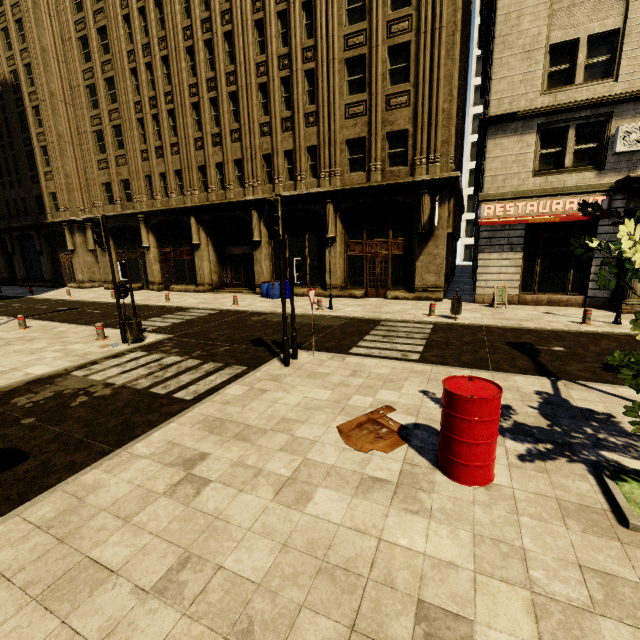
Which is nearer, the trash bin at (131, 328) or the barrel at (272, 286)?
the trash bin at (131, 328)

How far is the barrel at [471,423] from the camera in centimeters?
358cm

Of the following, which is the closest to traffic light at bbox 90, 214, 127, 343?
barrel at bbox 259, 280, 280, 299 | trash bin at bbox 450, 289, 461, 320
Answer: barrel at bbox 259, 280, 280, 299

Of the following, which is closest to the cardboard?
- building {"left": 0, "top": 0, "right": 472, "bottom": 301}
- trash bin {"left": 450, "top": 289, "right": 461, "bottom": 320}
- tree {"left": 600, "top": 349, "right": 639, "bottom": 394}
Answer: tree {"left": 600, "top": 349, "right": 639, "bottom": 394}

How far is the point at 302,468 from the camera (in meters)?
4.16

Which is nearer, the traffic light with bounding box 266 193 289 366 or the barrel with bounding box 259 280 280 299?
the traffic light with bounding box 266 193 289 366

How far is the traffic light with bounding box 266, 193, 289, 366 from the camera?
6.86m

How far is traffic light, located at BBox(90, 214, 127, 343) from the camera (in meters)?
9.34
